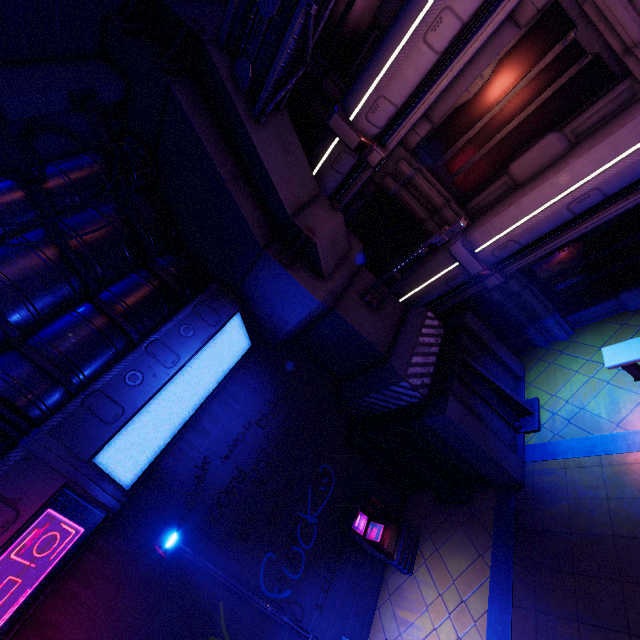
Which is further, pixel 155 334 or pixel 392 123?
pixel 392 123

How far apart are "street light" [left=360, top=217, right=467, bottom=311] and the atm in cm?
503

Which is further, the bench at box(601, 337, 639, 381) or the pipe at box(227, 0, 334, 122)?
the bench at box(601, 337, 639, 381)

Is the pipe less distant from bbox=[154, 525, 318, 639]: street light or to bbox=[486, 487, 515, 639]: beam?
bbox=[154, 525, 318, 639]: street light

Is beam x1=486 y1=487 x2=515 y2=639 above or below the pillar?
below

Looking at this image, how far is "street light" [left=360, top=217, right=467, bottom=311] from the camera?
6.5 meters

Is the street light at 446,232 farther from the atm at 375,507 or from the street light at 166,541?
the street light at 166,541

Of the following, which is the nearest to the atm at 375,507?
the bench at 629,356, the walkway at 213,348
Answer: the walkway at 213,348
